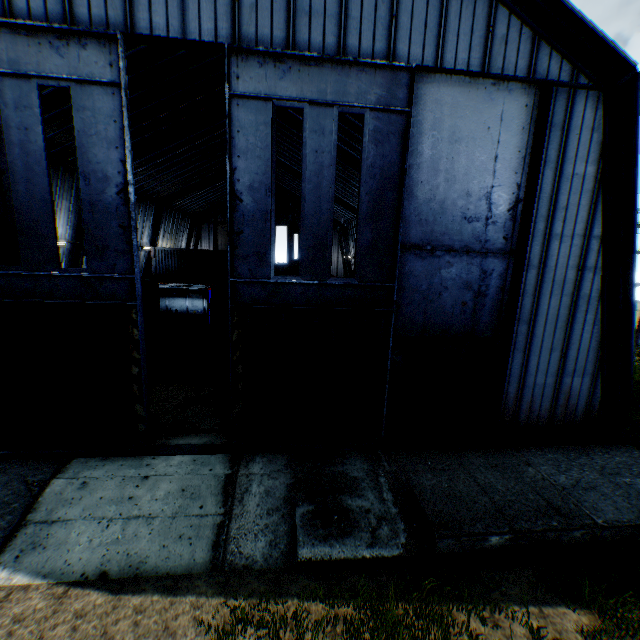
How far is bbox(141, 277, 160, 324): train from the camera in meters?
22.3 m

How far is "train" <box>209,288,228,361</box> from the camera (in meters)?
16.72

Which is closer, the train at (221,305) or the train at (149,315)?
the train at (221,305)

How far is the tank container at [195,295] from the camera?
24.89m

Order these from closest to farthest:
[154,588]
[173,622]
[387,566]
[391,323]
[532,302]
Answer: [173,622] → [154,588] → [387,566] → [391,323] → [532,302]

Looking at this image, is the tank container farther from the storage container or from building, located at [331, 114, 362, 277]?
the storage container

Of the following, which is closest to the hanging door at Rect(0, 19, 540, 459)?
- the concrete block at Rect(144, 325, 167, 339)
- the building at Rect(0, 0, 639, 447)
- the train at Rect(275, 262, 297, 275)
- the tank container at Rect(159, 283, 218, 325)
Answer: the building at Rect(0, 0, 639, 447)
